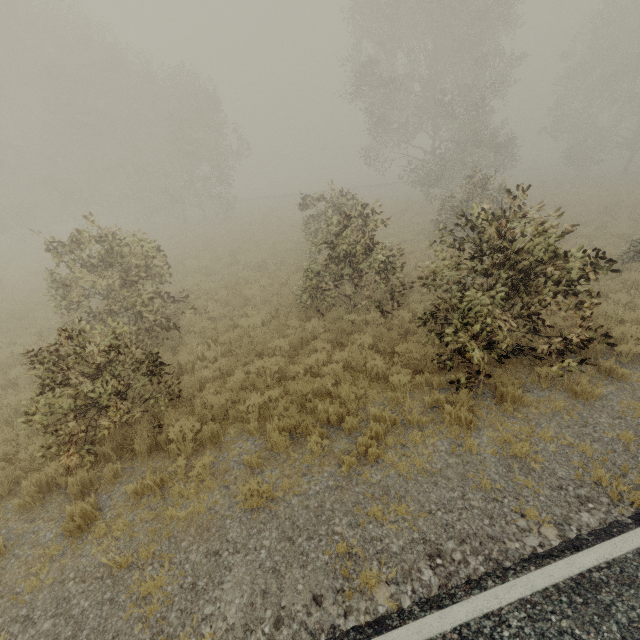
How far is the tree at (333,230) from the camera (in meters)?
9.09

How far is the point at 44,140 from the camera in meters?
26.2 m

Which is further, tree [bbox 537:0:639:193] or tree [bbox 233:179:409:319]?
tree [bbox 537:0:639:193]

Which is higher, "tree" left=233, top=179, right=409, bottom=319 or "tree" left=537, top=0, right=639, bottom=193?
"tree" left=537, top=0, right=639, bottom=193

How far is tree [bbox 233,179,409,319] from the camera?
9.09m

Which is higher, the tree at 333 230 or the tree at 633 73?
the tree at 633 73
